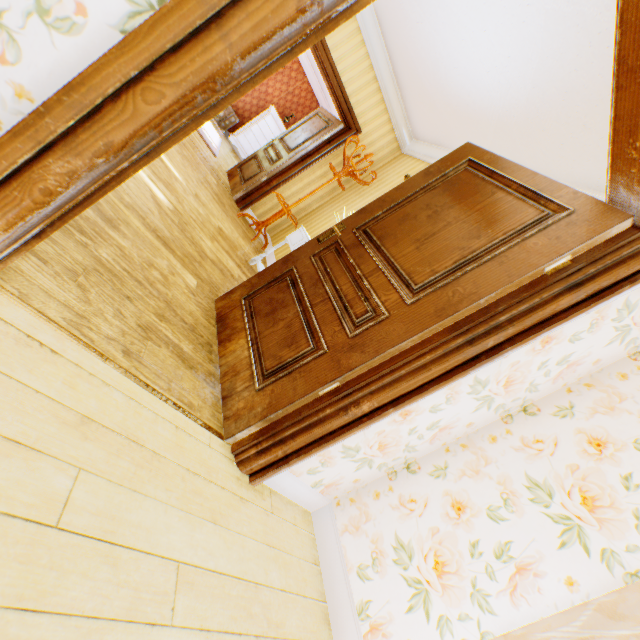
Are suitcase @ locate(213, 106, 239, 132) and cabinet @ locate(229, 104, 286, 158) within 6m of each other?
yes

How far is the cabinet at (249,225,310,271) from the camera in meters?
3.7

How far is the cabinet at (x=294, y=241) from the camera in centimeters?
370cm

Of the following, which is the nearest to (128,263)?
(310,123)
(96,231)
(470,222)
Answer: (96,231)

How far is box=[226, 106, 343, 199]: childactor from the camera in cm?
548

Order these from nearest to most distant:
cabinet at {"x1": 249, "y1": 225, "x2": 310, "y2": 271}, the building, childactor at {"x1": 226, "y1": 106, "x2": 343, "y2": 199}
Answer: the building
cabinet at {"x1": 249, "y1": 225, "x2": 310, "y2": 271}
childactor at {"x1": 226, "y1": 106, "x2": 343, "y2": 199}

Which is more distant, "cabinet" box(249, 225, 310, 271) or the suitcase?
the suitcase

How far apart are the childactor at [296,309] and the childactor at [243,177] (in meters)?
3.66
